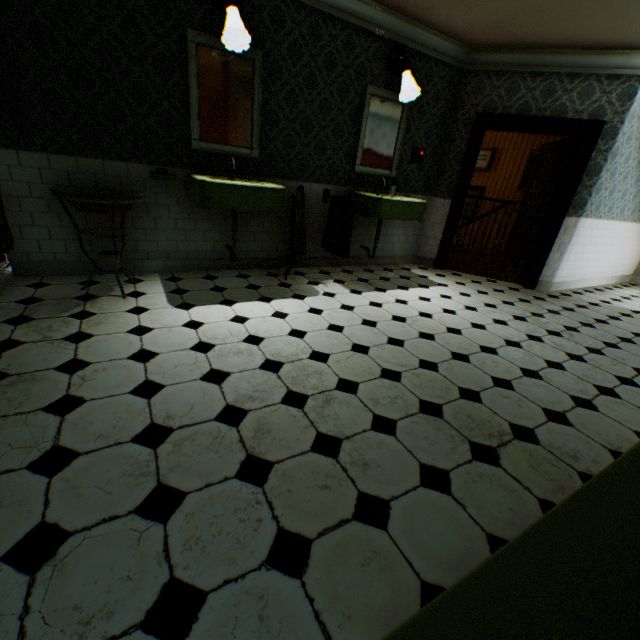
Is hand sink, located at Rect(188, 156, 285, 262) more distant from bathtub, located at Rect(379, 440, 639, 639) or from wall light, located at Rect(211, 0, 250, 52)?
bathtub, located at Rect(379, 440, 639, 639)

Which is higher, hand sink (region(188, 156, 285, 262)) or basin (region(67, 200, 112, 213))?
hand sink (region(188, 156, 285, 262))

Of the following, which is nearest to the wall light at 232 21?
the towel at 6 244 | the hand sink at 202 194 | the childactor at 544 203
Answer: the hand sink at 202 194

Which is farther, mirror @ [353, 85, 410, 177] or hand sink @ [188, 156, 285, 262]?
mirror @ [353, 85, 410, 177]

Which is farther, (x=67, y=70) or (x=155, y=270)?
(x=155, y=270)

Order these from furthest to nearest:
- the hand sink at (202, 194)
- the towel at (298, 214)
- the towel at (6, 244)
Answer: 1. the towel at (298, 214)
2. the hand sink at (202, 194)
3. the towel at (6, 244)

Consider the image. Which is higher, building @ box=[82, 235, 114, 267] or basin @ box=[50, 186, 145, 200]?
basin @ box=[50, 186, 145, 200]

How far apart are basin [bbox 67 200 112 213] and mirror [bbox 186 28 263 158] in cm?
80
